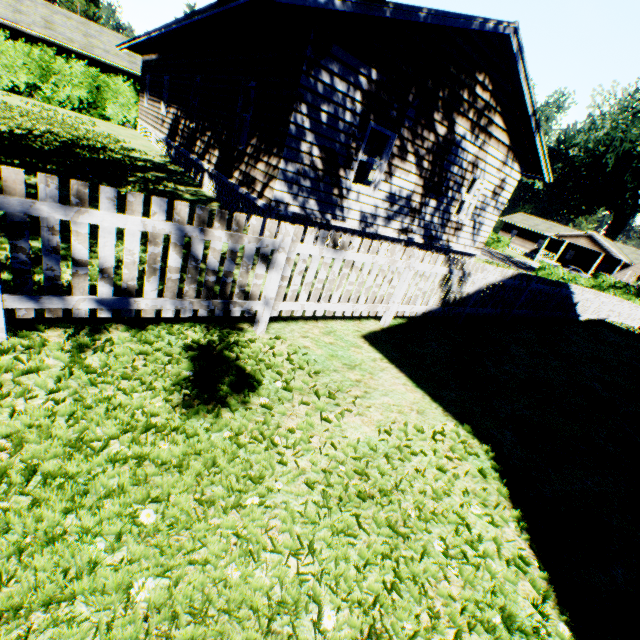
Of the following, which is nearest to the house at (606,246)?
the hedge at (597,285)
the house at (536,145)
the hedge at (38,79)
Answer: the hedge at (597,285)

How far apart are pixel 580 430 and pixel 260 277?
4.9m

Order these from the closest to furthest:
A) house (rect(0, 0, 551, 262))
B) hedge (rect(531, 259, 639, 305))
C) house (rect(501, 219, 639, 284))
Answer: house (rect(0, 0, 551, 262)) < hedge (rect(531, 259, 639, 305)) < house (rect(501, 219, 639, 284))

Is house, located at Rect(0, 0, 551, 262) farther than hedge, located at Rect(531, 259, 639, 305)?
No

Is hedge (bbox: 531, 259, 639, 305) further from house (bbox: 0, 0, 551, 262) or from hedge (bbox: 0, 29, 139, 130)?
hedge (bbox: 0, 29, 139, 130)

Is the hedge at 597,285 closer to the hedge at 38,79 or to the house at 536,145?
the house at 536,145

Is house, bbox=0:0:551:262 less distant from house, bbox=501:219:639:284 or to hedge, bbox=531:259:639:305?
hedge, bbox=531:259:639:305

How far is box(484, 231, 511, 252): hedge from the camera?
47.0 meters
